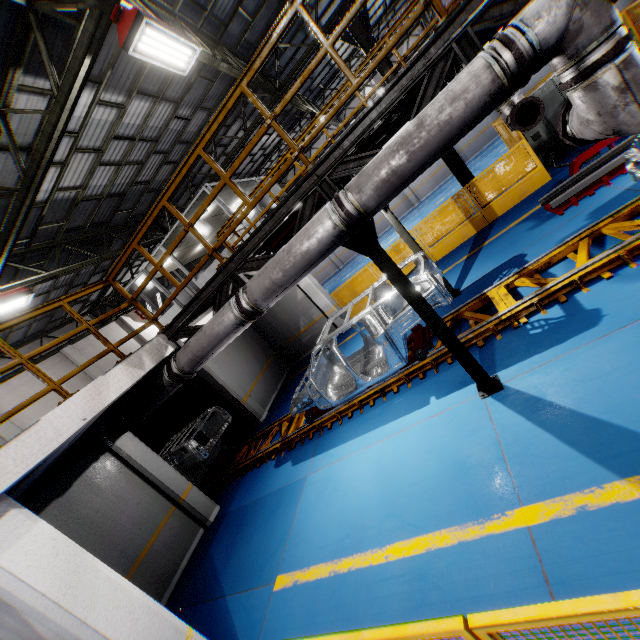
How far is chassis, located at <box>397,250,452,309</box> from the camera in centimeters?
562cm

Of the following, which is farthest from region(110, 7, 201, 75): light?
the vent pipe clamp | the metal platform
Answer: the metal platform

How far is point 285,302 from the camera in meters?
13.5

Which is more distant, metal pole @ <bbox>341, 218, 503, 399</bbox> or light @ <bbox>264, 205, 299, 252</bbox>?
light @ <bbox>264, 205, 299, 252</bbox>

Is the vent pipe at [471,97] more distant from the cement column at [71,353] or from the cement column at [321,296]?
the cement column at [71,353]

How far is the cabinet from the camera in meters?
9.8 m

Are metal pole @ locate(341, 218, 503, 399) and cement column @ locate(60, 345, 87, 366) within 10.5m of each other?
no

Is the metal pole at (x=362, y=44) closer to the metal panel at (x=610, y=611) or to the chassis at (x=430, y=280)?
the metal panel at (x=610, y=611)
